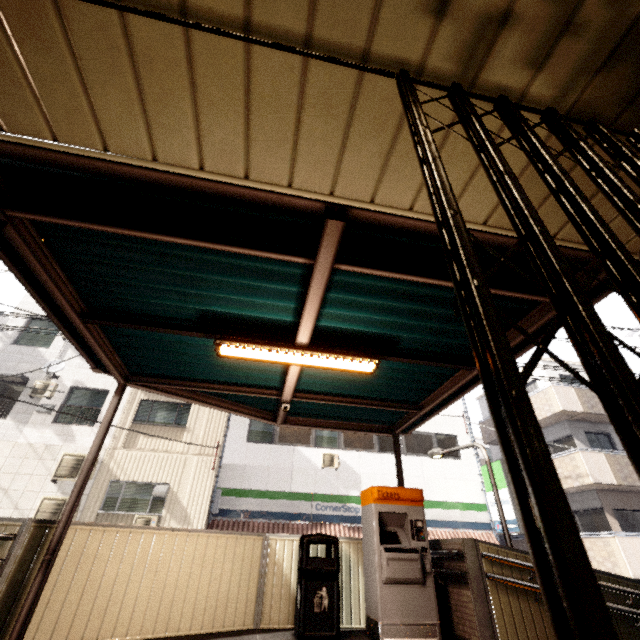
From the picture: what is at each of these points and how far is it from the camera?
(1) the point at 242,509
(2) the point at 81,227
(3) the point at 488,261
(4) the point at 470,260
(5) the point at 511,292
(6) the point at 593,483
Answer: (1) sign, 12.4 meters
(2) exterior awning, 2.6 meters
(3) exterior awning, 3.0 meters
(4) gate, 0.8 meters
(5) exterior awning, 3.0 meters
(6) balcony, 12.8 meters

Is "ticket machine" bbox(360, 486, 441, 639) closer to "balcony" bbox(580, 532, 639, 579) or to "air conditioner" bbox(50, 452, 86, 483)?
"air conditioner" bbox(50, 452, 86, 483)

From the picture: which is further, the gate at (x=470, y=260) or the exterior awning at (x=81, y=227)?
the exterior awning at (x=81, y=227)

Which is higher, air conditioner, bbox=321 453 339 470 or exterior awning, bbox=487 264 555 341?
air conditioner, bbox=321 453 339 470

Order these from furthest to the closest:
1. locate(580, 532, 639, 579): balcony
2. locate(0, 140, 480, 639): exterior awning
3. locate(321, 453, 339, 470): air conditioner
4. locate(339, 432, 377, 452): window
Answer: locate(339, 432, 377, 452): window
locate(321, 453, 339, 470): air conditioner
locate(580, 532, 639, 579): balcony
locate(0, 140, 480, 639): exterior awning

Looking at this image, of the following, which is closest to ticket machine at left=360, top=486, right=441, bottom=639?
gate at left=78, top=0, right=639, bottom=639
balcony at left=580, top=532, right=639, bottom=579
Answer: gate at left=78, top=0, right=639, bottom=639

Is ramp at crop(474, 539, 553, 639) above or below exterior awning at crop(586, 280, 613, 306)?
below

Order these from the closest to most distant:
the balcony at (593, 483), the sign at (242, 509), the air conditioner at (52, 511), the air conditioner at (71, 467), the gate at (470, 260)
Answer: the gate at (470, 260), the air conditioner at (52, 511), the air conditioner at (71, 467), the sign at (242, 509), the balcony at (593, 483)
